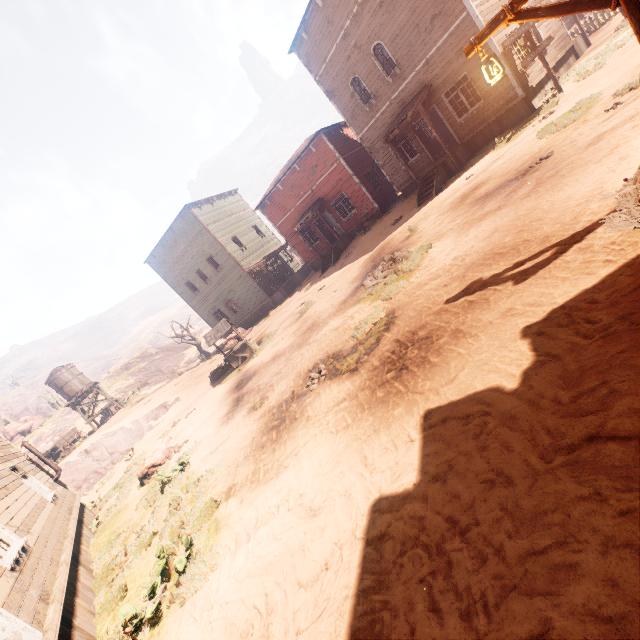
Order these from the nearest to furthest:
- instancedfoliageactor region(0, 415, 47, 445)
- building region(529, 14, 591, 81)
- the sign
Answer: the sign → building region(529, 14, 591, 81) → instancedfoliageactor region(0, 415, 47, 445)

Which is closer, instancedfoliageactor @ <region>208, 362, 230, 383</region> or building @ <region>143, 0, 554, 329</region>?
building @ <region>143, 0, 554, 329</region>

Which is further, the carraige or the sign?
the carraige

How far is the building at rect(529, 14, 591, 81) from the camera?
15.4 meters

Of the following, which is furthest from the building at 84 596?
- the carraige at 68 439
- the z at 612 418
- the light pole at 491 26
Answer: the carraige at 68 439

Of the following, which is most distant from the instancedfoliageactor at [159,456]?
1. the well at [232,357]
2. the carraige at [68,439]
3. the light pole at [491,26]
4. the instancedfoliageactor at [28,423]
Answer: the instancedfoliageactor at [28,423]

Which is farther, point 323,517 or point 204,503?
point 204,503

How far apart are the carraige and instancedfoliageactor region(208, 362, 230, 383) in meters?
18.1
